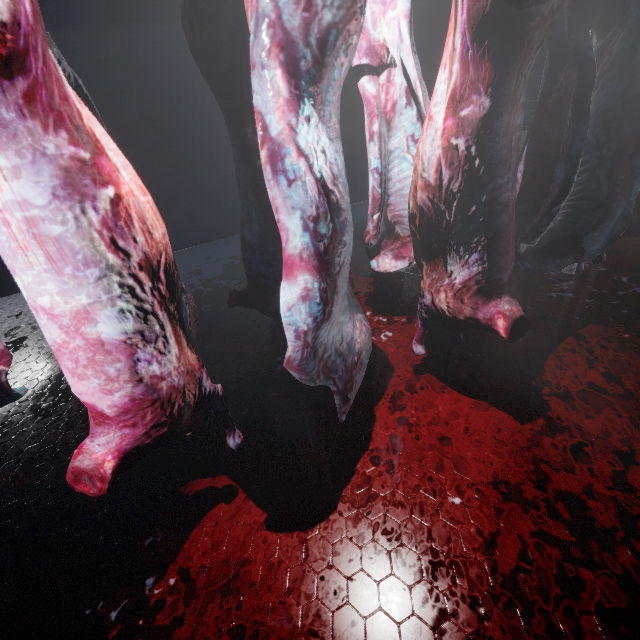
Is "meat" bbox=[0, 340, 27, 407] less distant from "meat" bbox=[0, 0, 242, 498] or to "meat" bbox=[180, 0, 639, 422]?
"meat" bbox=[0, 0, 242, 498]

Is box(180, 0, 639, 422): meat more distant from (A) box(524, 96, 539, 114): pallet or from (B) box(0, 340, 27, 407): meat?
(A) box(524, 96, 539, 114): pallet

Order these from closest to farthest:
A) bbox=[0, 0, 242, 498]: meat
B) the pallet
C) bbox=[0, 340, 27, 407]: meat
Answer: bbox=[0, 0, 242, 498]: meat < bbox=[0, 340, 27, 407]: meat < the pallet

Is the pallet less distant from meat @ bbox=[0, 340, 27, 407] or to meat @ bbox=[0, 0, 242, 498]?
meat @ bbox=[0, 0, 242, 498]

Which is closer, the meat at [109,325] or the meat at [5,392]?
the meat at [109,325]

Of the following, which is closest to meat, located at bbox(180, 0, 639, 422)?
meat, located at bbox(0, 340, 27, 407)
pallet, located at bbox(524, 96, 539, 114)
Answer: meat, located at bbox(0, 340, 27, 407)

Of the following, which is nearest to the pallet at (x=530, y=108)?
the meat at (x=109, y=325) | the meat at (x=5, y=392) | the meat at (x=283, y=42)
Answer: the meat at (x=283, y=42)

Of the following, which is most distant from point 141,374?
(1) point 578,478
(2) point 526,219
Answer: (2) point 526,219
